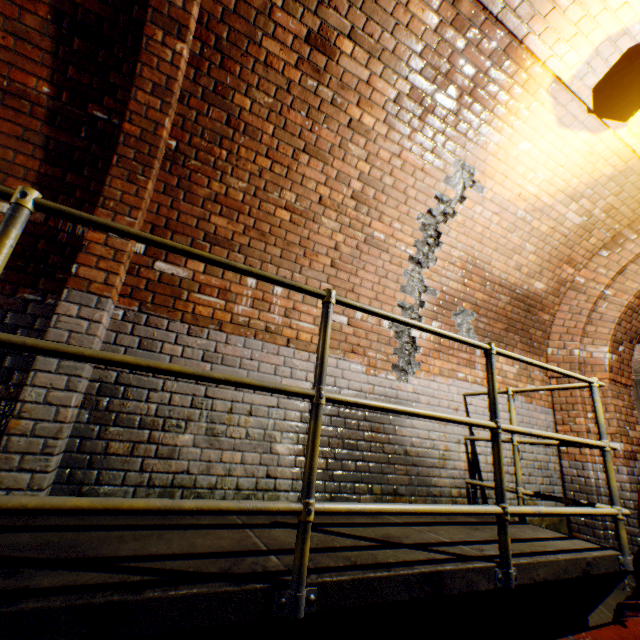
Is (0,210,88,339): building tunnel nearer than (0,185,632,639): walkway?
No

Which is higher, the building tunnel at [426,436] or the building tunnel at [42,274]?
the building tunnel at [42,274]

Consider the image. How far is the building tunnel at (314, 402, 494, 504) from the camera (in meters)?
2.94

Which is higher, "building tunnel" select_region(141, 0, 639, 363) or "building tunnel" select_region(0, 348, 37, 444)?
"building tunnel" select_region(141, 0, 639, 363)

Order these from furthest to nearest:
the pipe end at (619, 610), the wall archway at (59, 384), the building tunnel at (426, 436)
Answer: the building tunnel at (426, 436) < the pipe end at (619, 610) < the wall archway at (59, 384)

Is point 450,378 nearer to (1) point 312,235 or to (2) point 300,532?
(1) point 312,235

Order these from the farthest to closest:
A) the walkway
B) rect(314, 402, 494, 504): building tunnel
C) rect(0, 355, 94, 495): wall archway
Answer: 1. rect(314, 402, 494, 504): building tunnel
2. rect(0, 355, 94, 495): wall archway
3. the walkway
